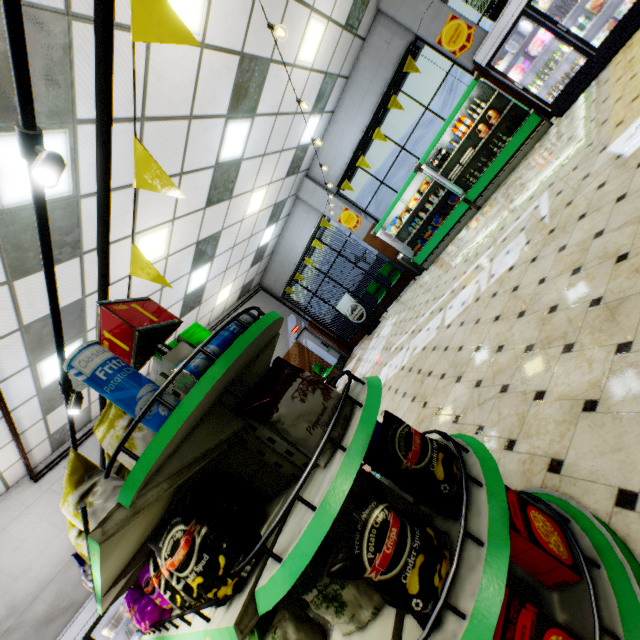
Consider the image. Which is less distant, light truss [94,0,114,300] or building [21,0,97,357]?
light truss [94,0,114,300]

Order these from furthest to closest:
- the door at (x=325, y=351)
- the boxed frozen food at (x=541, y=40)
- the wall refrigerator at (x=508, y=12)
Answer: the door at (x=325, y=351) < the boxed frozen food at (x=541, y=40) < the wall refrigerator at (x=508, y=12)

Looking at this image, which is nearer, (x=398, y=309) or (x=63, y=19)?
(x=63, y=19)

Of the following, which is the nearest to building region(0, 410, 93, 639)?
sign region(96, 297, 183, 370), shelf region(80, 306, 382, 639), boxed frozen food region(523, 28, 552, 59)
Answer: shelf region(80, 306, 382, 639)

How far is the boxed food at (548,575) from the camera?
1.4m

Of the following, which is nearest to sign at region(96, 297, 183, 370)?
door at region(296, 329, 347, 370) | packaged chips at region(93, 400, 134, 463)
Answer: packaged chips at region(93, 400, 134, 463)

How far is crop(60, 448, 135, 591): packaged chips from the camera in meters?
1.5 m

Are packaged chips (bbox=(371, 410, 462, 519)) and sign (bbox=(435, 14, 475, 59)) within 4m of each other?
no
